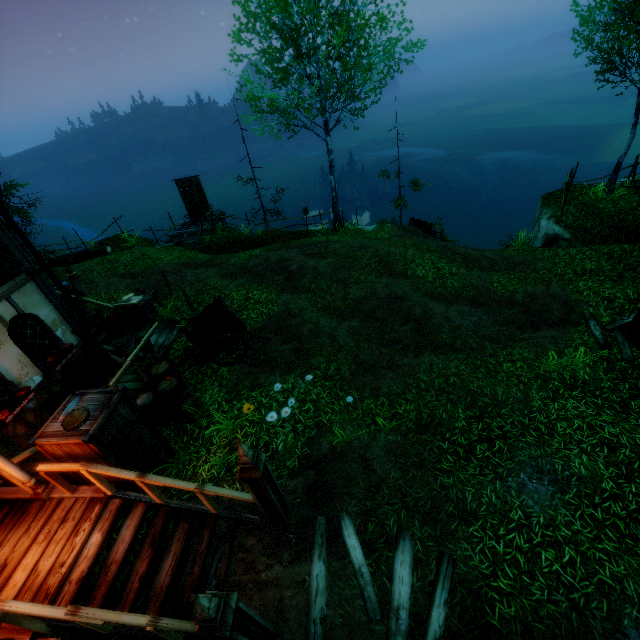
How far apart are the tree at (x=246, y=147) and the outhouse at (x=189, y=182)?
3.7m

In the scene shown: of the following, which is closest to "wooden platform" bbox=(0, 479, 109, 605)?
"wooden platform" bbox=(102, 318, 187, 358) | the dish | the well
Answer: the dish

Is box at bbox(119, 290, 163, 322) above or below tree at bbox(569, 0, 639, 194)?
below

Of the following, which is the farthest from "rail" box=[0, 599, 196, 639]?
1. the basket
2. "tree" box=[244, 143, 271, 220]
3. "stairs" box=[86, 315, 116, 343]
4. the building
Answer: "tree" box=[244, 143, 271, 220]

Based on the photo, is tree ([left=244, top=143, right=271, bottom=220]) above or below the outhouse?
above

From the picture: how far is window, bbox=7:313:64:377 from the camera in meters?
7.3

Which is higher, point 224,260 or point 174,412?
point 174,412

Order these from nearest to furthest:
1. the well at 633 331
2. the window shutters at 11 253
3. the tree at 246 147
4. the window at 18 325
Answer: the window shutters at 11 253 < the window at 18 325 < the well at 633 331 < the tree at 246 147
